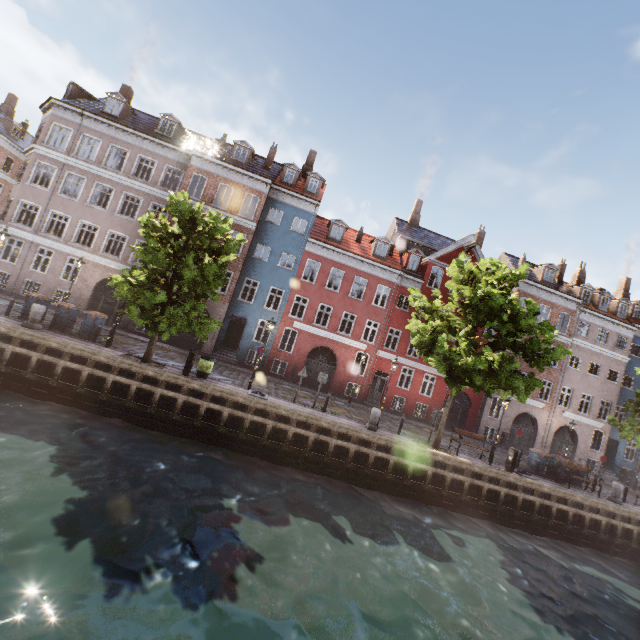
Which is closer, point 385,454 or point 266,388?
point 385,454

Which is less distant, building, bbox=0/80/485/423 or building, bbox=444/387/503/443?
building, bbox=0/80/485/423

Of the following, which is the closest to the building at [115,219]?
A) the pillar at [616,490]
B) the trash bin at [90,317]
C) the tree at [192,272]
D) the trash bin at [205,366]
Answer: the tree at [192,272]

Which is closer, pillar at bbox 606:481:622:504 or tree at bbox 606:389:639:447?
pillar at bbox 606:481:622:504

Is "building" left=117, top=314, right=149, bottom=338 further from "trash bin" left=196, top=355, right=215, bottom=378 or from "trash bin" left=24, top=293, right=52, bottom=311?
"trash bin" left=196, top=355, right=215, bottom=378

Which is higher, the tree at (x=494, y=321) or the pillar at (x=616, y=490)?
the tree at (x=494, y=321)

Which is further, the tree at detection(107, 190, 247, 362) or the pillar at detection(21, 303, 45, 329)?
the pillar at detection(21, 303, 45, 329)

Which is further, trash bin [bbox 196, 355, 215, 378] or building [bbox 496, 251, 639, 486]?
building [bbox 496, 251, 639, 486]
